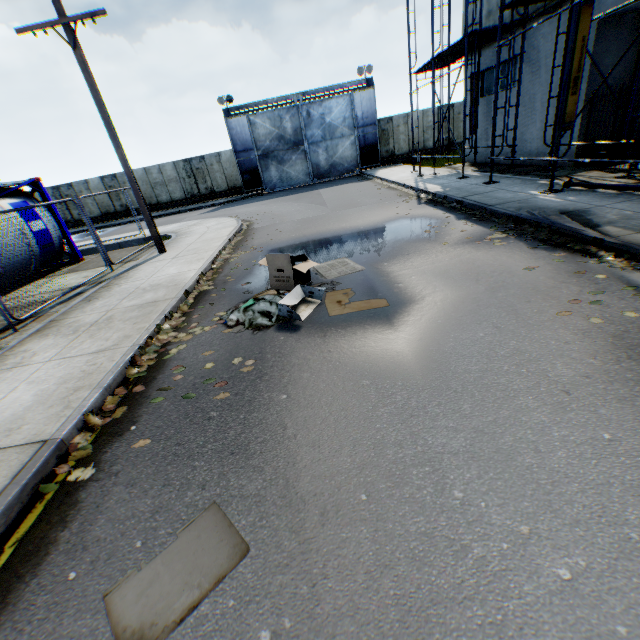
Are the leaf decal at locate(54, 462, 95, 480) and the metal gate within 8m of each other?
no

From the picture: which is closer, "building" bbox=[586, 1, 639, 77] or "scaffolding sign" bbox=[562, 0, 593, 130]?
"scaffolding sign" bbox=[562, 0, 593, 130]

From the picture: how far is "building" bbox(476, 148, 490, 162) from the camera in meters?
16.2

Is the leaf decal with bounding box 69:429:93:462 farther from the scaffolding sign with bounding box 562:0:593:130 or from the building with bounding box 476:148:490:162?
the building with bounding box 476:148:490:162

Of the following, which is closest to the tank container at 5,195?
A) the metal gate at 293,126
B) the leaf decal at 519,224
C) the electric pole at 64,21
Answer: the electric pole at 64,21

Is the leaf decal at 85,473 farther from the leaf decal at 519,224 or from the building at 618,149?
the building at 618,149

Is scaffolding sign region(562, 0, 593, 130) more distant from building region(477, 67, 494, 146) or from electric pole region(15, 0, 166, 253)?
electric pole region(15, 0, 166, 253)

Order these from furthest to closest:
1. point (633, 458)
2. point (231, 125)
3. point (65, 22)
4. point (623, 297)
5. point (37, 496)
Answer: point (231, 125) < point (65, 22) < point (623, 297) < point (37, 496) < point (633, 458)
